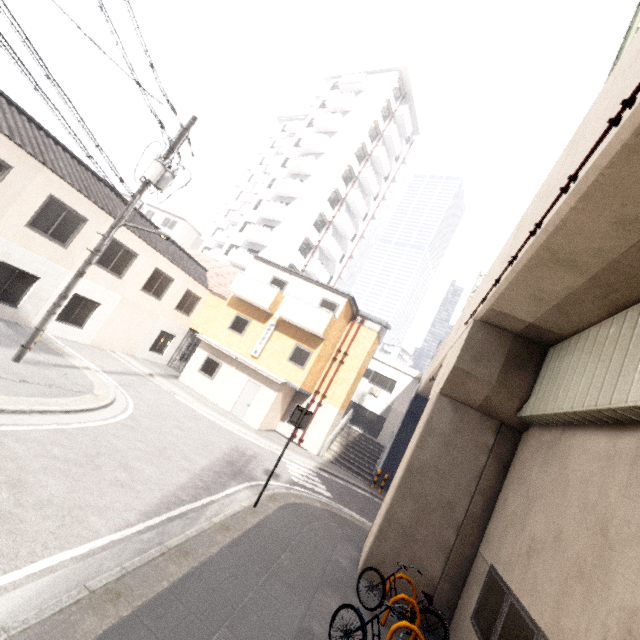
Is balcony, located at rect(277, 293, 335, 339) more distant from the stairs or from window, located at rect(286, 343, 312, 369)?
the stairs

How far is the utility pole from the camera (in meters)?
9.45

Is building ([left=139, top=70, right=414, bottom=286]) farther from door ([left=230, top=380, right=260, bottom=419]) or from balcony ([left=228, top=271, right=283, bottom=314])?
door ([left=230, top=380, right=260, bottom=419])

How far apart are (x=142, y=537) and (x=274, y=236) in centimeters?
2891cm

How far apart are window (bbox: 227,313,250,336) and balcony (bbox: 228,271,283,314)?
0.9m

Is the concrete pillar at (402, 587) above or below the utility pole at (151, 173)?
below

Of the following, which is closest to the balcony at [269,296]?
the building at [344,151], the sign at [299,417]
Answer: the building at [344,151]

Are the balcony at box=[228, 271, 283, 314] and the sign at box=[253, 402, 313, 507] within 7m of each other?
no
